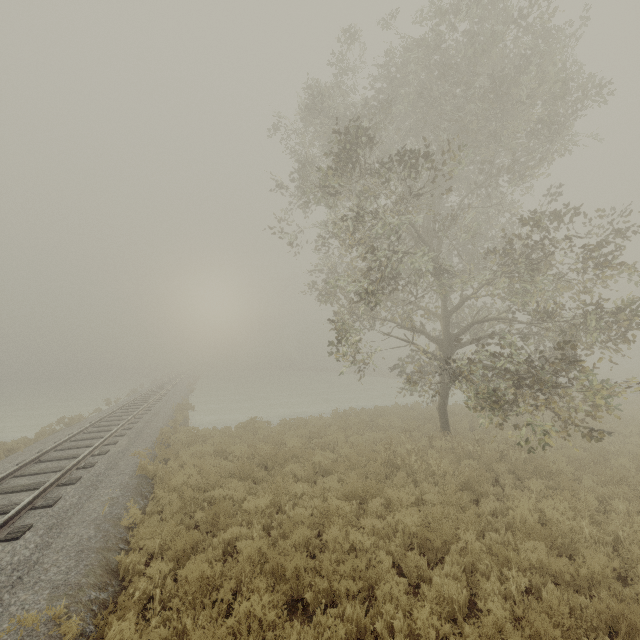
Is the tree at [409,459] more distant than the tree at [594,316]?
Yes

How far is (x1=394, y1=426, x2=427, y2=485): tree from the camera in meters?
9.4

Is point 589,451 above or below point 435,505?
above

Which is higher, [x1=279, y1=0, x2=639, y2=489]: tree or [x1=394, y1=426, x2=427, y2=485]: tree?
[x1=279, y1=0, x2=639, y2=489]: tree

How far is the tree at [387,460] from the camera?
9.7 meters

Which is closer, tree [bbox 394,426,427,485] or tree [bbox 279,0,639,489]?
tree [bbox 279,0,639,489]
